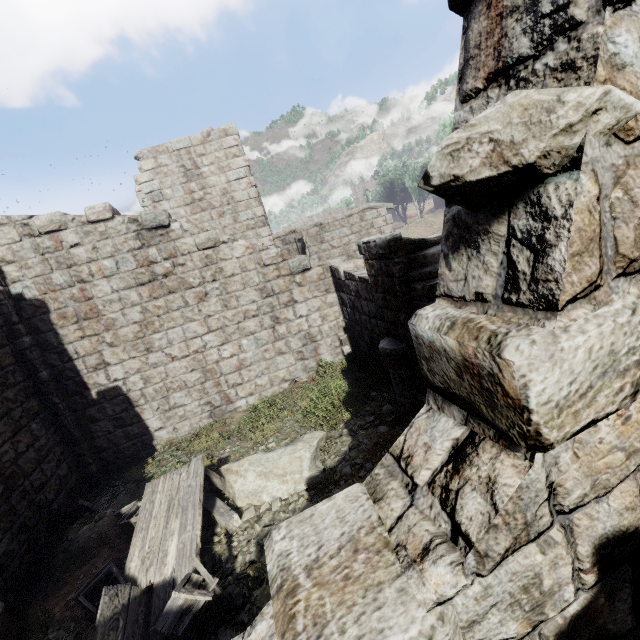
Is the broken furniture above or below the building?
A: below

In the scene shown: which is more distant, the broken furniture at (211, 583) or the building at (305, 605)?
the broken furniture at (211, 583)

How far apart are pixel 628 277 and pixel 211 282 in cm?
946

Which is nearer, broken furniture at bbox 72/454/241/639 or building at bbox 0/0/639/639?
building at bbox 0/0/639/639

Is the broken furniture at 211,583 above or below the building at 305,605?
below
